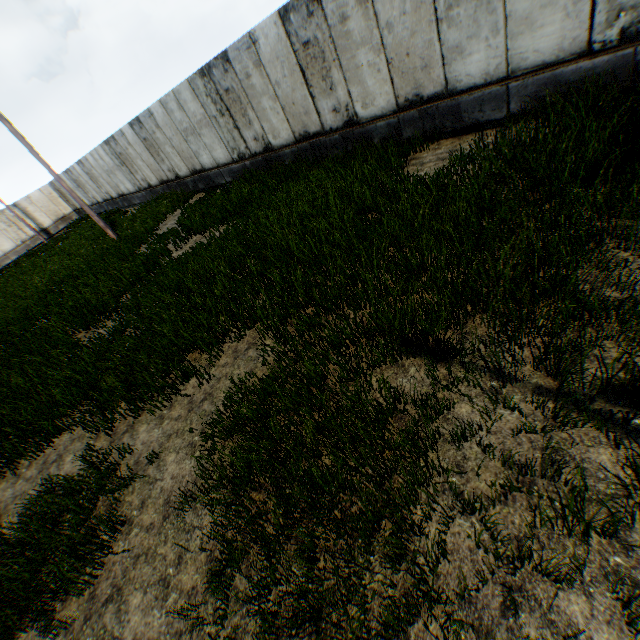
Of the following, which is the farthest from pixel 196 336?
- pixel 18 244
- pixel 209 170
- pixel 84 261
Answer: pixel 18 244
